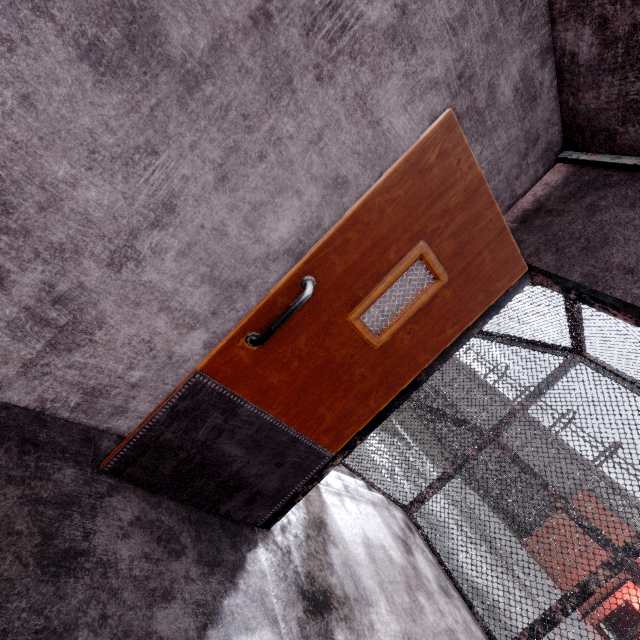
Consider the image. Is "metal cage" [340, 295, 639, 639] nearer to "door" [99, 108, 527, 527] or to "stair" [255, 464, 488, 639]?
"stair" [255, 464, 488, 639]

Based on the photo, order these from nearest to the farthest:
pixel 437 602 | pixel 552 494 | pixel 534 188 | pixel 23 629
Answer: pixel 23 629, pixel 534 188, pixel 437 602, pixel 552 494

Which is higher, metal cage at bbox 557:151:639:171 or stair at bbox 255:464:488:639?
metal cage at bbox 557:151:639:171

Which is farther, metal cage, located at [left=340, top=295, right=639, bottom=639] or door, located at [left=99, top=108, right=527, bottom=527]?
metal cage, located at [left=340, top=295, right=639, bottom=639]

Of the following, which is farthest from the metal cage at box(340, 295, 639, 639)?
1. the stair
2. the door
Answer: the door

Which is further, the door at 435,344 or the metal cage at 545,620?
the metal cage at 545,620

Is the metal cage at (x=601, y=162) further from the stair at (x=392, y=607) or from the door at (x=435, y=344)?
the door at (x=435, y=344)
